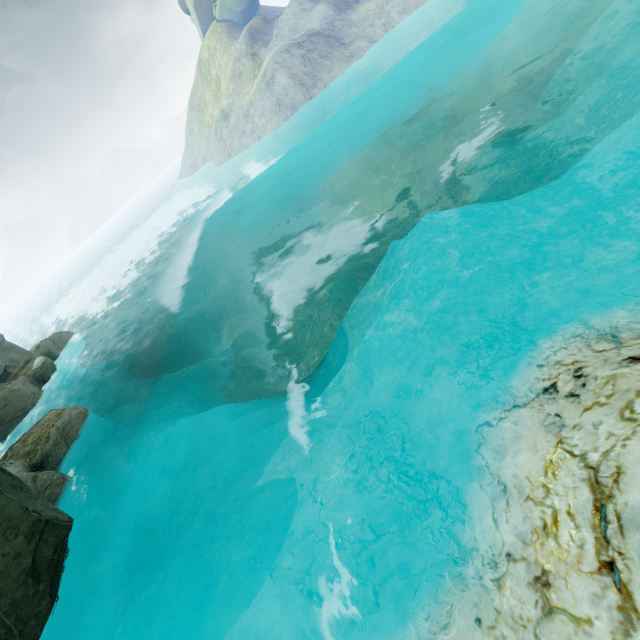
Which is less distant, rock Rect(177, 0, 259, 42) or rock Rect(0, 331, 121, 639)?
rock Rect(0, 331, 121, 639)

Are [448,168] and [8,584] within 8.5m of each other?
no

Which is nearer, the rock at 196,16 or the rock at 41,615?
the rock at 41,615

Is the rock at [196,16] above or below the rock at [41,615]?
above

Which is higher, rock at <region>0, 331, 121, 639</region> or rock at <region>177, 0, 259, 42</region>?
rock at <region>177, 0, 259, 42</region>
